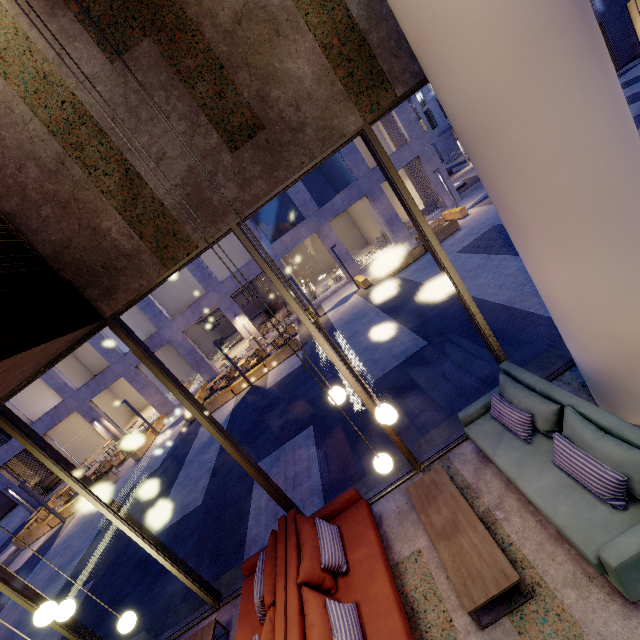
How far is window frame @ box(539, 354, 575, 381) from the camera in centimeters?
491cm

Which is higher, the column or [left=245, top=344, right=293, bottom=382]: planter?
the column

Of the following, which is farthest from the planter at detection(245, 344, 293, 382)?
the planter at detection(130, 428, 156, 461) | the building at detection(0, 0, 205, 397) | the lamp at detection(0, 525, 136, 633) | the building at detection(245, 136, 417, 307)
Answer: the lamp at detection(0, 525, 136, 633)

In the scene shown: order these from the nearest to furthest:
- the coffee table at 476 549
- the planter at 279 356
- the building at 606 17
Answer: the coffee table at 476 549, the planter at 279 356, the building at 606 17

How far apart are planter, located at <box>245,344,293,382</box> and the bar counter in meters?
11.6

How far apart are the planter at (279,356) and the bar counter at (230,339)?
11.6m

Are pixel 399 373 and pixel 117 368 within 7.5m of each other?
no

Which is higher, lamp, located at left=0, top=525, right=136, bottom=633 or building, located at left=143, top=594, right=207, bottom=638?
lamp, located at left=0, top=525, right=136, bottom=633
